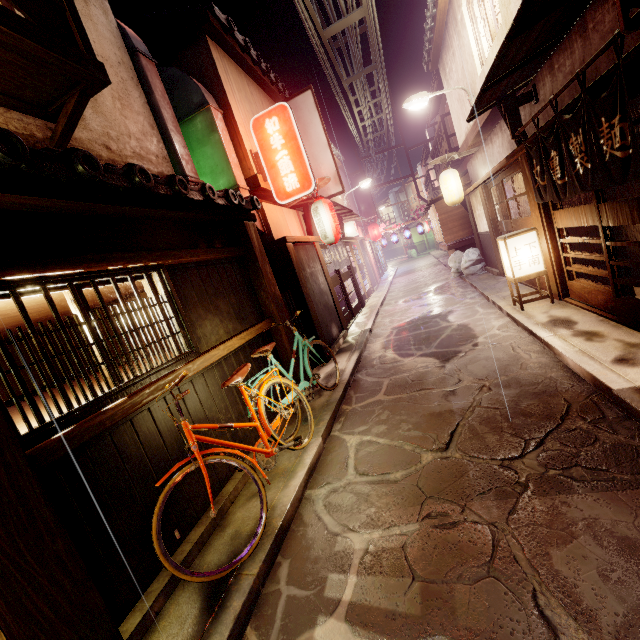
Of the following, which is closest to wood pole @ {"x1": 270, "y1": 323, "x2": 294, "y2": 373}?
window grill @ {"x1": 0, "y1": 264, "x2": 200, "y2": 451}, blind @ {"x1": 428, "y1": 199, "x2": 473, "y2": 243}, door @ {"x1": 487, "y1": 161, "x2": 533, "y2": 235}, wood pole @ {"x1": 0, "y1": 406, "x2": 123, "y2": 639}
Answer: window grill @ {"x1": 0, "y1": 264, "x2": 200, "y2": 451}

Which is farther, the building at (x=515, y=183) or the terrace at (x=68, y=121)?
the building at (x=515, y=183)

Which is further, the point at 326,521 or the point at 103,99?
the point at 103,99

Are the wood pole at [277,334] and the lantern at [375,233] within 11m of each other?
no

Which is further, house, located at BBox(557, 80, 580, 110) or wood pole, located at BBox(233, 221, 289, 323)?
wood pole, located at BBox(233, 221, 289, 323)

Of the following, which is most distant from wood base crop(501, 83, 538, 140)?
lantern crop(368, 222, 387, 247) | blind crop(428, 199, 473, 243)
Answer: lantern crop(368, 222, 387, 247)

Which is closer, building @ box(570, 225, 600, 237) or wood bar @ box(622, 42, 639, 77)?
wood bar @ box(622, 42, 639, 77)

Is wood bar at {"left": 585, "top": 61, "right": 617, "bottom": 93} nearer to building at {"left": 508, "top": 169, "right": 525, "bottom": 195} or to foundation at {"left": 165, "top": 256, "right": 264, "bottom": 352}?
building at {"left": 508, "top": 169, "right": 525, "bottom": 195}
